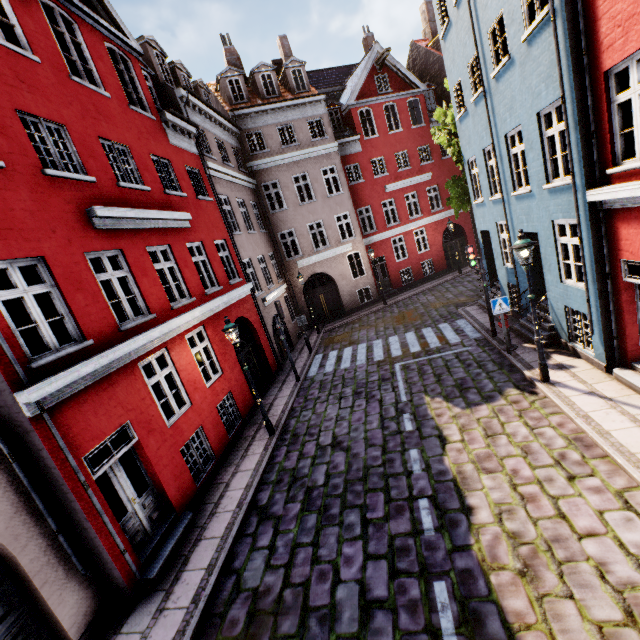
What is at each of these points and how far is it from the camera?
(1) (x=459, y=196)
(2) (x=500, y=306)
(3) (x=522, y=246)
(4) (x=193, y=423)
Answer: (1) tree, 16.2 meters
(2) sign, 9.8 meters
(3) street light, 7.4 meters
(4) building, 8.7 meters

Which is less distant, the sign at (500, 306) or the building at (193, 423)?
the building at (193, 423)

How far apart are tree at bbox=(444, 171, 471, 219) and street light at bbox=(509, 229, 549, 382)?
10.5 meters

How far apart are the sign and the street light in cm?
177

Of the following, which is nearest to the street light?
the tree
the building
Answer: the building

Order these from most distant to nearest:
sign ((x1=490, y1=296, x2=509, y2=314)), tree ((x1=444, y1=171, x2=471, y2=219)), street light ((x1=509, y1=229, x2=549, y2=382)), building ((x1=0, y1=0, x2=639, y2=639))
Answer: tree ((x1=444, y1=171, x2=471, y2=219))
sign ((x1=490, y1=296, x2=509, y2=314))
street light ((x1=509, y1=229, x2=549, y2=382))
building ((x1=0, y1=0, x2=639, y2=639))

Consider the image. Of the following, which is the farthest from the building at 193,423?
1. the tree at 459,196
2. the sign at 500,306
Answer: the tree at 459,196
